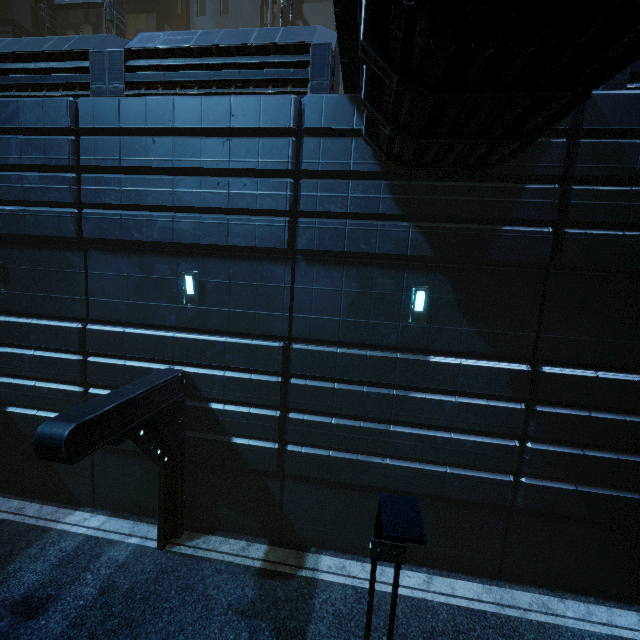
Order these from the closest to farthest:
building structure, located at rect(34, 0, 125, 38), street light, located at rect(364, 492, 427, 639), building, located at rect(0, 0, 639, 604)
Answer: street light, located at rect(364, 492, 427, 639) → building, located at rect(0, 0, 639, 604) → building structure, located at rect(34, 0, 125, 38)

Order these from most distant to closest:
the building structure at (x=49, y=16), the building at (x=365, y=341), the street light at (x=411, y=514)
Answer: the building structure at (x=49, y=16)
the building at (x=365, y=341)
the street light at (x=411, y=514)

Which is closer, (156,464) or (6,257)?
(156,464)

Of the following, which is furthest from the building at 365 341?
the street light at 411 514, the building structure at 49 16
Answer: the street light at 411 514

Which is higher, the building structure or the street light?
the building structure

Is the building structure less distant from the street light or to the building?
the building
